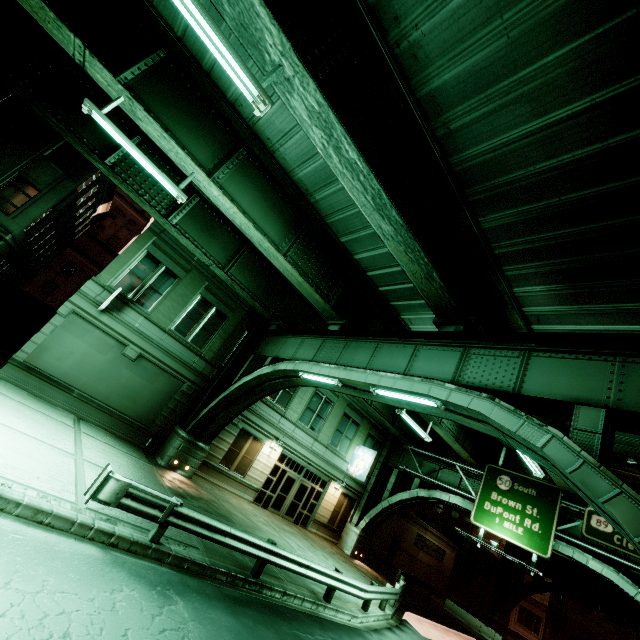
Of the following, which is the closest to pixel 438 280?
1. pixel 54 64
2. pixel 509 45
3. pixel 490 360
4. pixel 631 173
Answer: pixel 490 360

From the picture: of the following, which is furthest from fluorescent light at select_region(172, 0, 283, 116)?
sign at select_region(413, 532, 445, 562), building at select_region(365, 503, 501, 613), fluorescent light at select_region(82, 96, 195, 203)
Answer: sign at select_region(413, 532, 445, 562)

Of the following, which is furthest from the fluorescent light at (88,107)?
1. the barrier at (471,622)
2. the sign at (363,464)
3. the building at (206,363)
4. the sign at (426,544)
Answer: the sign at (426,544)

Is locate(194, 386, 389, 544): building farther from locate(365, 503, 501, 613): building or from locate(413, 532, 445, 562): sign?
locate(413, 532, 445, 562): sign

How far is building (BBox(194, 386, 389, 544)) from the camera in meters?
19.6 m

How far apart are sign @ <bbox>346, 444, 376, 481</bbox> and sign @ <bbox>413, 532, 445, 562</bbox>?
12.3m

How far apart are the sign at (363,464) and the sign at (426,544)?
12.3 meters

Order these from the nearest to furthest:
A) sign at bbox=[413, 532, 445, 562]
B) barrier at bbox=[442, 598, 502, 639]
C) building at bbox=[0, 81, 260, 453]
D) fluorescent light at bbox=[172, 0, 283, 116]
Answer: fluorescent light at bbox=[172, 0, 283, 116] → building at bbox=[0, 81, 260, 453] → barrier at bbox=[442, 598, 502, 639] → sign at bbox=[413, 532, 445, 562]
